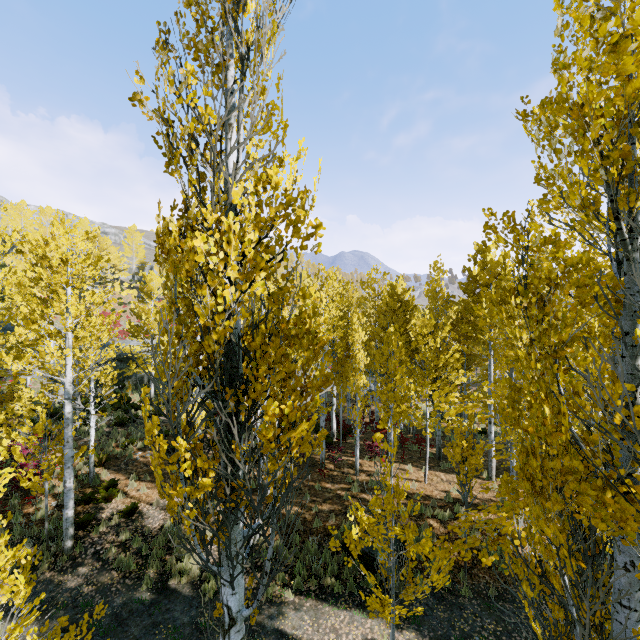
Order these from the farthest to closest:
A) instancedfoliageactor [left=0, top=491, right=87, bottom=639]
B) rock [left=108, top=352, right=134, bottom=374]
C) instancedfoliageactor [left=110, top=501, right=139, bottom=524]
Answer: rock [left=108, top=352, right=134, bottom=374], instancedfoliageactor [left=110, top=501, right=139, bottom=524], instancedfoliageactor [left=0, top=491, right=87, bottom=639]

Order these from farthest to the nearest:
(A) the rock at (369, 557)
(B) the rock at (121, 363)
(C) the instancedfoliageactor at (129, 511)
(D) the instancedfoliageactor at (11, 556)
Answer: (B) the rock at (121, 363)
(C) the instancedfoliageactor at (129, 511)
(A) the rock at (369, 557)
(D) the instancedfoliageactor at (11, 556)

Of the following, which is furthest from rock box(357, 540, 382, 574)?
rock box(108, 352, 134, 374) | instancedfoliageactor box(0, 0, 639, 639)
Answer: rock box(108, 352, 134, 374)

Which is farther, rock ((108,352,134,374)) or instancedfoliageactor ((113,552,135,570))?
rock ((108,352,134,374))

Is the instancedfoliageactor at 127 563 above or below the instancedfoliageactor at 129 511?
below

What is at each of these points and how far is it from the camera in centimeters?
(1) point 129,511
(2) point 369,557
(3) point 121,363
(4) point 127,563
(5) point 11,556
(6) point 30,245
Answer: (1) instancedfoliageactor, 1102cm
(2) rock, 903cm
(3) rock, 2530cm
(4) instancedfoliageactor, 931cm
(5) instancedfoliageactor, 324cm
(6) instancedfoliageactor, 902cm

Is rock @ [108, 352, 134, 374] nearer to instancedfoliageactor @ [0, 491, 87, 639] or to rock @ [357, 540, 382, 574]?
instancedfoliageactor @ [0, 491, 87, 639]
